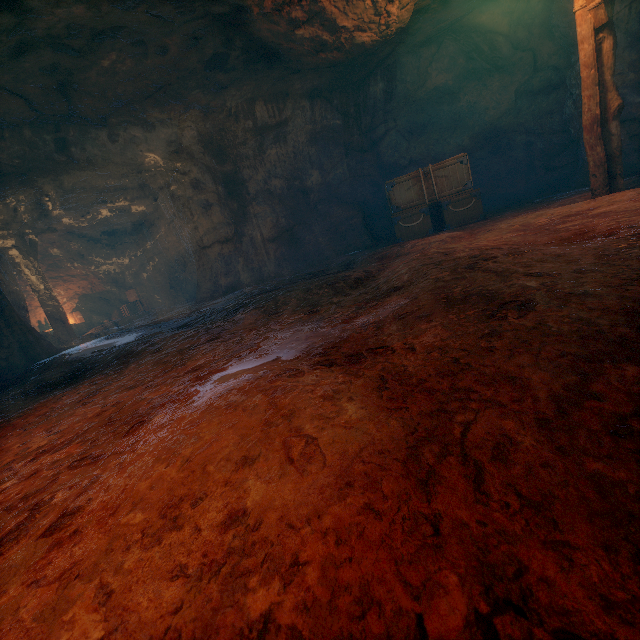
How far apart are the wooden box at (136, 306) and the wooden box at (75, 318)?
1.57m

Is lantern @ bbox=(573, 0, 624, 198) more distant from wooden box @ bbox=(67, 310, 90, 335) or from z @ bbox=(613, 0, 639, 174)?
wooden box @ bbox=(67, 310, 90, 335)

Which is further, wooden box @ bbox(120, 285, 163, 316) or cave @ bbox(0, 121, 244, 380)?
wooden box @ bbox(120, 285, 163, 316)

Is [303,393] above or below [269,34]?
below

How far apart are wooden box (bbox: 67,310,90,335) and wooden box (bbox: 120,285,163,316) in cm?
157

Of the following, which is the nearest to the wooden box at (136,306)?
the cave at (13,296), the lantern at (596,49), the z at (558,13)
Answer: the cave at (13,296)

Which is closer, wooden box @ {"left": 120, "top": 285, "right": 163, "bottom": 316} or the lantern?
the lantern

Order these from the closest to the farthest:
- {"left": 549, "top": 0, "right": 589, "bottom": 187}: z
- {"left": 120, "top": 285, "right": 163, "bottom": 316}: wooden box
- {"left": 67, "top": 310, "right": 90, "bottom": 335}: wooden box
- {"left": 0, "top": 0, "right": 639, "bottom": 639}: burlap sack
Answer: {"left": 0, "top": 0, "right": 639, "bottom": 639}: burlap sack → {"left": 549, "top": 0, "right": 589, "bottom": 187}: z → {"left": 67, "top": 310, "right": 90, "bottom": 335}: wooden box → {"left": 120, "top": 285, "right": 163, "bottom": 316}: wooden box
